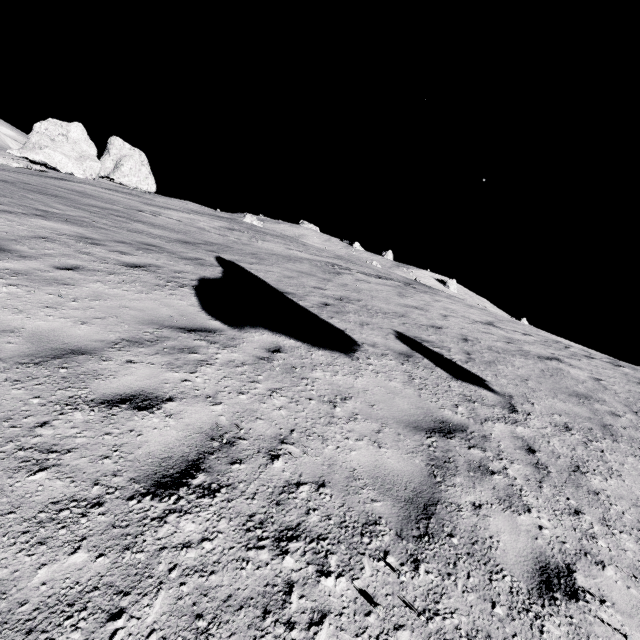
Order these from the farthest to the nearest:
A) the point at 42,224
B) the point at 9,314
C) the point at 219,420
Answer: the point at 42,224
the point at 9,314
the point at 219,420
